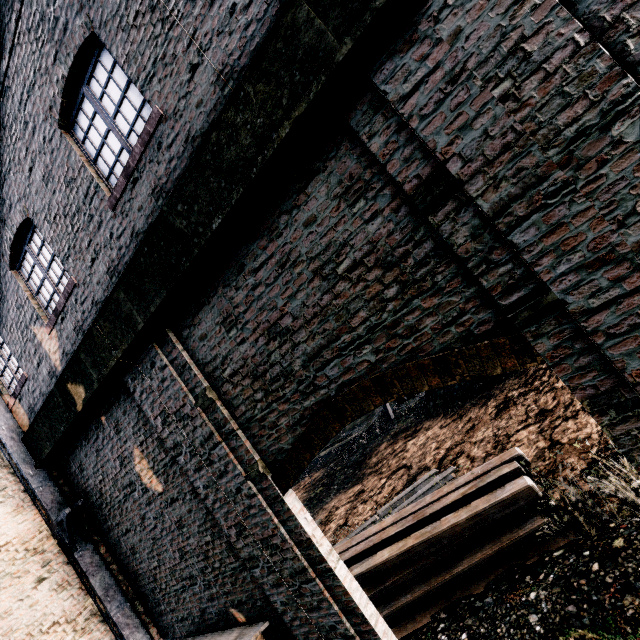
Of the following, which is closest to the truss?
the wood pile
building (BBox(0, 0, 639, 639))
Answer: building (BBox(0, 0, 639, 639))

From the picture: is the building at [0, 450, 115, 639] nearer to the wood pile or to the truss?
the truss

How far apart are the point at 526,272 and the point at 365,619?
5.73m

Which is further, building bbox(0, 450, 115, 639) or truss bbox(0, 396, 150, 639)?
truss bbox(0, 396, 150, 639)

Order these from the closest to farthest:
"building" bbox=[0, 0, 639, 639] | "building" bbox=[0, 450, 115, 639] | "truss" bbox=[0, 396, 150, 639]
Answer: "building" bbox=[0, 0, 639, 639] < "building" bbox=[0, 450, 115, 639] < "truss" bbox=[0, 396, 150, 639]

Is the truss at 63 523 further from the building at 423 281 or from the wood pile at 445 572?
the wood pile at 445 572
